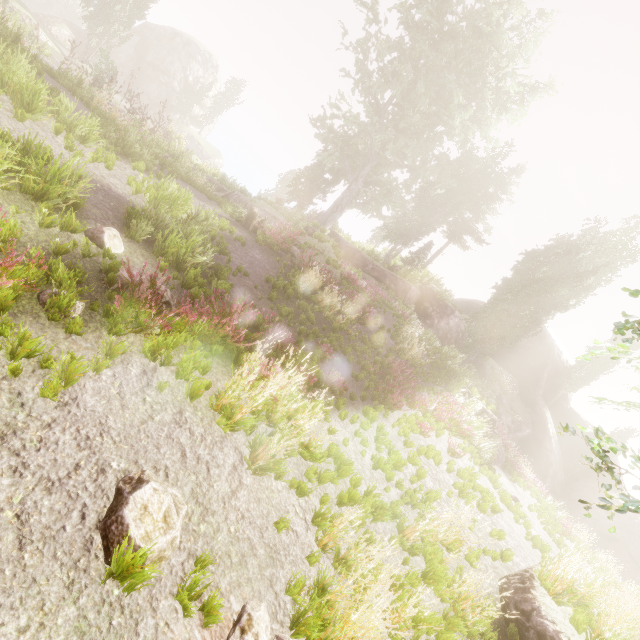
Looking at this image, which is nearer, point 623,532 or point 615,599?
point 615,599

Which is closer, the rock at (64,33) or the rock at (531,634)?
the rock at (531,634)

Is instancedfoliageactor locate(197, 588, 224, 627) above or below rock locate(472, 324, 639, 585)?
below

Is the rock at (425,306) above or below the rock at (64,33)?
above

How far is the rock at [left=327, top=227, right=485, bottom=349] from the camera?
25.6m

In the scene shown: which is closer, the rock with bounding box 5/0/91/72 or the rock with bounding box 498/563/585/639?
the rock with bounding box 498/563/585/639

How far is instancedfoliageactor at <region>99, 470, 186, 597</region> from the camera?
2.72m
